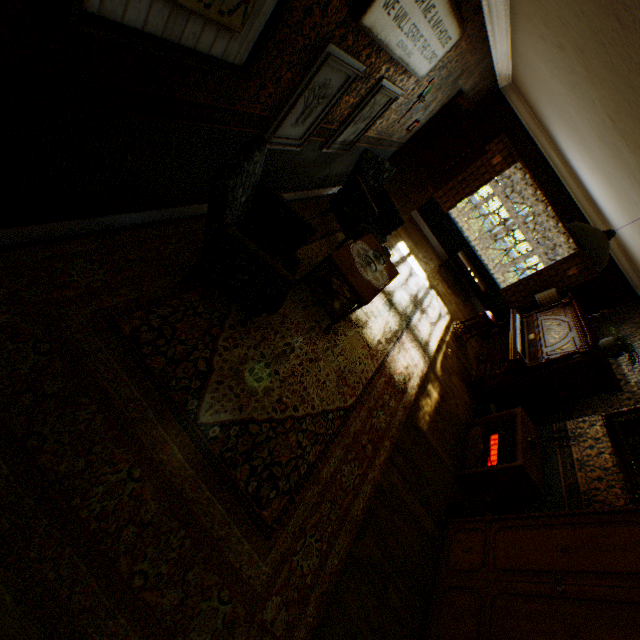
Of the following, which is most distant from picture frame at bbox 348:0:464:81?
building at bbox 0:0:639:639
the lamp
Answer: the lamp

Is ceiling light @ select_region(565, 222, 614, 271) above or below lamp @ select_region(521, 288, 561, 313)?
above

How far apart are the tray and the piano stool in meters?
3.8 m

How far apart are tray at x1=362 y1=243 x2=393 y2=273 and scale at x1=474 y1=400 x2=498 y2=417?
3.5m

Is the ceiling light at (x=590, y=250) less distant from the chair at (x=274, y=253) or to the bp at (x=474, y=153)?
the chair at (x=274, y=253)

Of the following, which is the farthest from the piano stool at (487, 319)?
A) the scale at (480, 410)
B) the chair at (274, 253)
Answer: the chair at (274, 253)

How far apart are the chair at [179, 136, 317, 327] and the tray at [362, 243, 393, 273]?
0.9 meters

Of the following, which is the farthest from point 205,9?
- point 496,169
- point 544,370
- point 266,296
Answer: point 496,169
